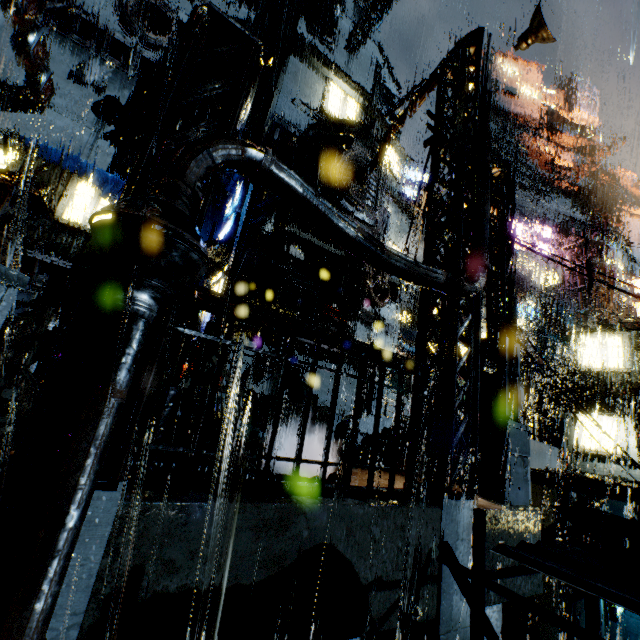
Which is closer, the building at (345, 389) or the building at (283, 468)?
the building at (283, 468)

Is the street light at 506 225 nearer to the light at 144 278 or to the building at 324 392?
the building at 324 392

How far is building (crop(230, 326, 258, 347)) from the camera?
15.0m

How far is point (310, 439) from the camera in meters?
9.9 m

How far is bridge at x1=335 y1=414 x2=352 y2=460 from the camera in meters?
10.8

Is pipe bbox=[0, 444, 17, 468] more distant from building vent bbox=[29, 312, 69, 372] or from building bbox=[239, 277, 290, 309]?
building vent bbox=[29, 312, 69, 372]

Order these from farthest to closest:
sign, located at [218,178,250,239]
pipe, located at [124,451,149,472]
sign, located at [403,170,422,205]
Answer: sign, located at [403,170,422,205] < sign, located at [218,178,250,239] < pipe, located at [124,451,149,472]
